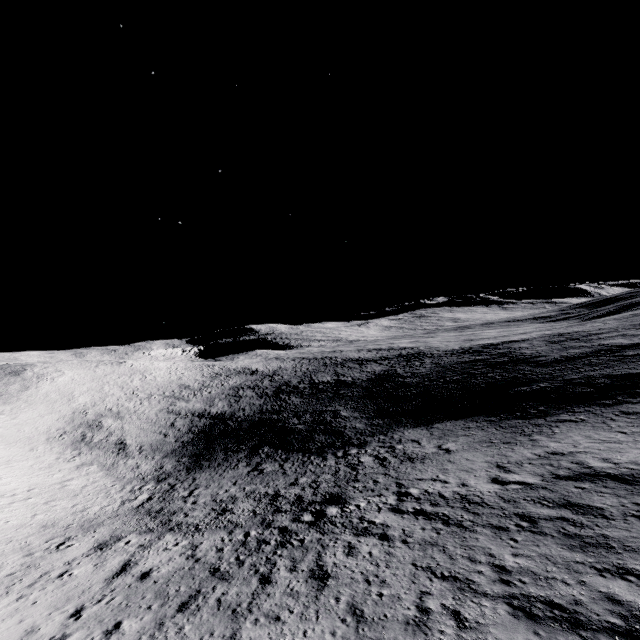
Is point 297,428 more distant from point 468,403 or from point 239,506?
point 468,403
